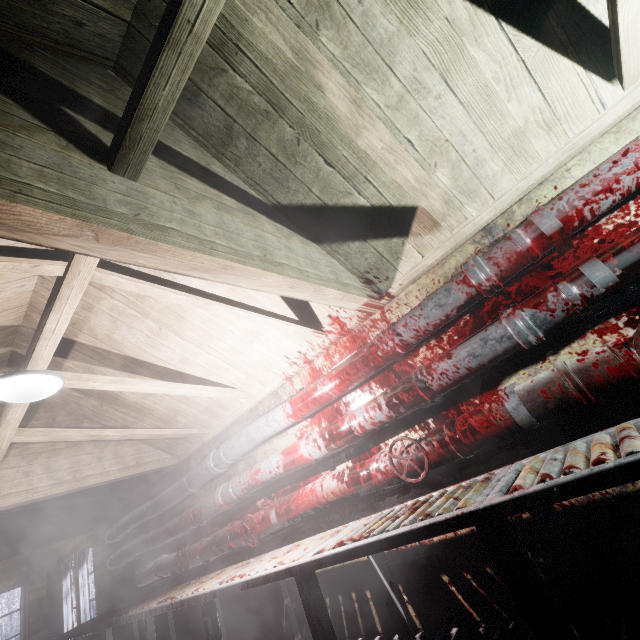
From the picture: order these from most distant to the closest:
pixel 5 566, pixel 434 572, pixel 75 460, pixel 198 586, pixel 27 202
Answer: pixel 5 566 → pixel 75 460 → pixel 198 586 → pixel 434 572 → pixel 27 202

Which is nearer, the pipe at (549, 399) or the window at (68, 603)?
the pipe at (549, 399)

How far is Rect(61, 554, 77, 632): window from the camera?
6.0m

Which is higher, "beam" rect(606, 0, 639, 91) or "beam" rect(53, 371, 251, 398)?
"beam" rect(53, 371, 251, 398)

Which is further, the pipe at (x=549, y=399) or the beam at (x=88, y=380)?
the beam at (x=88, y=380)

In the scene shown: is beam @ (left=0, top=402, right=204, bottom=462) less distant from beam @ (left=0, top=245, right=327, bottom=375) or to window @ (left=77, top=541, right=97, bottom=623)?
beam @ (left=0, top=245, right=327, bottom=375)

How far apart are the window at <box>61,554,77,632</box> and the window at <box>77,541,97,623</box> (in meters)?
0.24

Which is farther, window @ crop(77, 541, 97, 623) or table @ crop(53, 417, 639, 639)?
window @ crop(77, 541, 97, 623)
